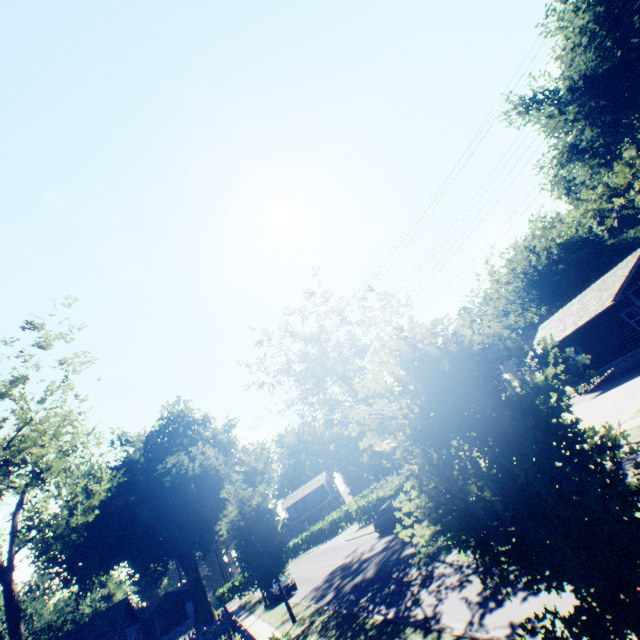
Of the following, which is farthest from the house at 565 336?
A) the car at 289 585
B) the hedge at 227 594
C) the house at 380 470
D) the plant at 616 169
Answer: the hedge at 227 594

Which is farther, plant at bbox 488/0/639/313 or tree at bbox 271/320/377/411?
plant at bbox 488/0/639/313

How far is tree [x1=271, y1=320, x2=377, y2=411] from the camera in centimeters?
3231cm

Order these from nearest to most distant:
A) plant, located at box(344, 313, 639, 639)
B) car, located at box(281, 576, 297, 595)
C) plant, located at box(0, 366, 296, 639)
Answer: plant, located at box(344, 313, 639, 639) → plant, located at box(0, 366, 296, 639) → car, located at box(281, 576, 297, 595)

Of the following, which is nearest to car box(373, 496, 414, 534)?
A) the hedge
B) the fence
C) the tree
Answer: the tree

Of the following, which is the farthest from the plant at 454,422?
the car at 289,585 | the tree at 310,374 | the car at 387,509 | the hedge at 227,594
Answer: the tree at 310,374

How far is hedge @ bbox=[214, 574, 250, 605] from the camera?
52.2m

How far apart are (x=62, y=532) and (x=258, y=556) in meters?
19.5
